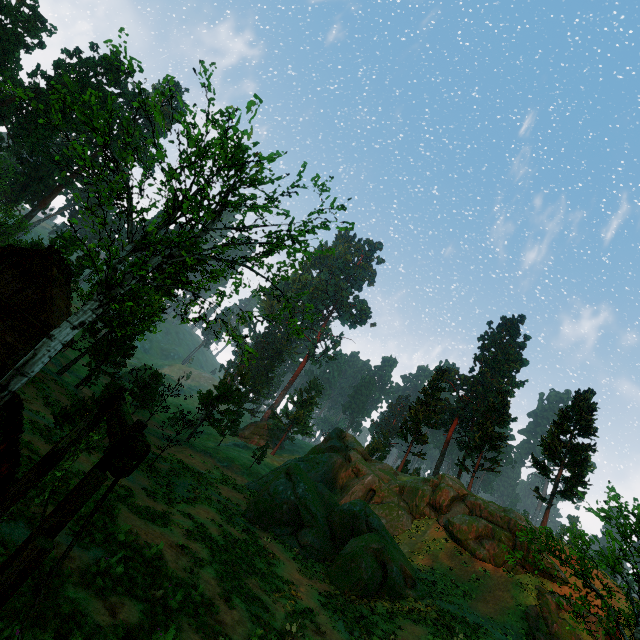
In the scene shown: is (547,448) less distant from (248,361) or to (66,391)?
(248,361)

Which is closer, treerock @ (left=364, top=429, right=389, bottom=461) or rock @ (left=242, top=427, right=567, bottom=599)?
rock @ (left=242, top=427, right=567, bottom=599)

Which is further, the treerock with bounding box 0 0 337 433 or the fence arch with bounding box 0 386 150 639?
the treerock with bounding box 0 0 337 433

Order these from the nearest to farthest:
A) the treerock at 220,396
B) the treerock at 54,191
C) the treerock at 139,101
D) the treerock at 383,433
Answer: the treerock at 139,101 → the treerock at 220,396 → the treerock at 54,191 → the treerock at 383,433

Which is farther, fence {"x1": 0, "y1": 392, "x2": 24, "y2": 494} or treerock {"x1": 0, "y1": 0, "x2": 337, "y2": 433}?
treerock {"x1": 0, "y1": 0, "x2": 337, "y2": 433}

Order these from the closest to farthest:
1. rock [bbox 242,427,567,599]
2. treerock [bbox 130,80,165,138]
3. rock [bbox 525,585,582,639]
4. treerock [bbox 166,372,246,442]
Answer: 1. treerock [bbox 130,80,165,138]
2. rock [bbox 525,585,582,639]
3. rock [bbox 242,427,567,599]
4. treerock [bbox 166,372,246,442]

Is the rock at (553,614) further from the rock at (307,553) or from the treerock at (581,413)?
the treerock at (581,413)

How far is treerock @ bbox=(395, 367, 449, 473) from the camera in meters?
43.1 m
